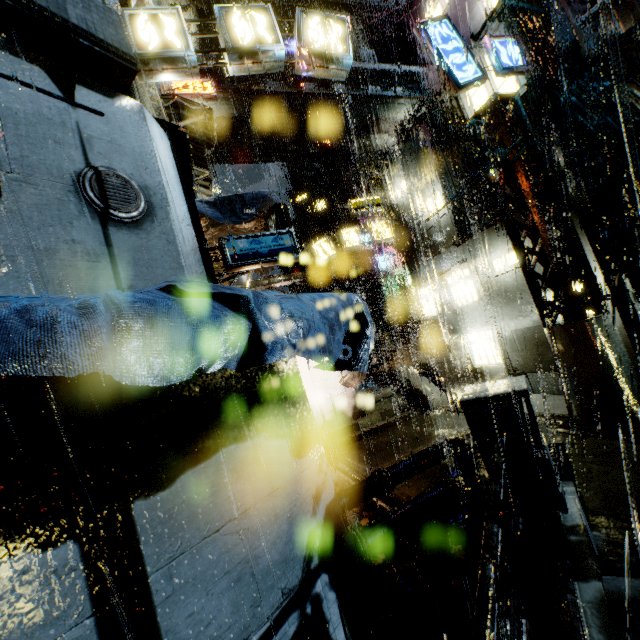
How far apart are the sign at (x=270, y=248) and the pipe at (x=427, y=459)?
4.90m

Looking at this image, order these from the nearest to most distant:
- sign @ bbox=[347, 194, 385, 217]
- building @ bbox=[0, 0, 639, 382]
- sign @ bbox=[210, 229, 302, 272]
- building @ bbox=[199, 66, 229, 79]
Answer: building @ bbox=[0, 0, 639, 382], sign @ bbox=[210, 229, 302, 272], sign @ bbox=[347, 194, 385, 217], building @ bbox=[199, 66, 229, 79]

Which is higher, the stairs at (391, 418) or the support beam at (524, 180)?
the support beam at (524, 180)

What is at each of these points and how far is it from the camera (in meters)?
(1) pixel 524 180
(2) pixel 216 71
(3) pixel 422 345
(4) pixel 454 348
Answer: (1) support beam, 9.18
(2) building, 20.73
(3) structural stair, 23.50
(4) building, 17.19

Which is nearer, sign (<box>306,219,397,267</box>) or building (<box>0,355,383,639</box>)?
building (<box>0,355,383,639</box>)

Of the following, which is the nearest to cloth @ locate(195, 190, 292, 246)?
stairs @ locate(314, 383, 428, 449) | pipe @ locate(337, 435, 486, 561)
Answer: pipe @ locate(337, 435, 486, 561)

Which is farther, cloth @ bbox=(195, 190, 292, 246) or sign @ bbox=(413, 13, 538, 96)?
sign @ bbox=(413, 13, 538, 96)

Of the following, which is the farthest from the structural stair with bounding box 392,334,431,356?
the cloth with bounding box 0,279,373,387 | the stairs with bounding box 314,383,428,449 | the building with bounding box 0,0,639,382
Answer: the cloth with bounding box 0,279,373,387
